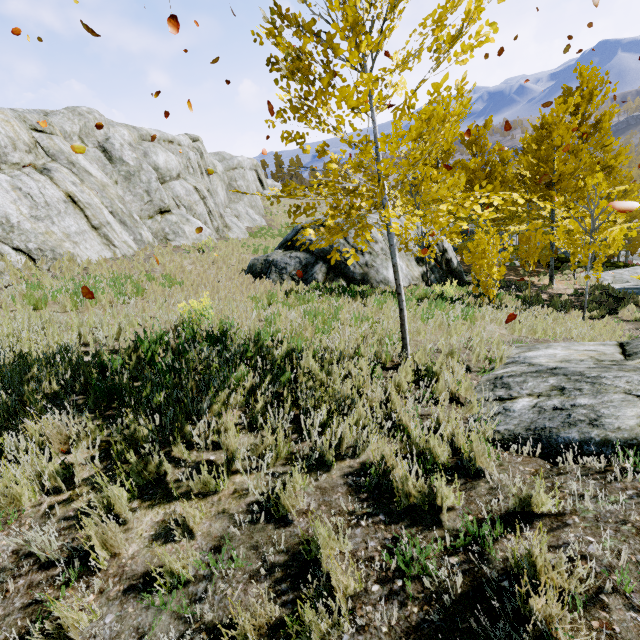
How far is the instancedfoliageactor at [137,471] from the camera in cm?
241

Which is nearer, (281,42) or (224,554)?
(224,554)

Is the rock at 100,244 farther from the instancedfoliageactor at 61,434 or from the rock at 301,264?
the rock at 301,264

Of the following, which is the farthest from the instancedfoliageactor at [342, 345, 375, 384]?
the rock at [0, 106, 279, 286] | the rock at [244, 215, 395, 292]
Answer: the rock at [244, 215, 395, 292]

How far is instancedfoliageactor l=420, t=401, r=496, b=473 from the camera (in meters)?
2.91

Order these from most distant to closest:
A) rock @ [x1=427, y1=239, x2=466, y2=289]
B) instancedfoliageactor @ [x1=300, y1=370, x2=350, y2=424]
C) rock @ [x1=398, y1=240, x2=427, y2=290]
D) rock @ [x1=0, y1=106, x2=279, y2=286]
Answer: rock @ [x1=427, y1=239, x2=466, y2=289]
rock @ [x1=398, y1=240, x2=427, y2=290]
rock @ [x1=0, y1=106, x2=279, y2=286]
instancedfoliageactor @ [x1=300, y1=370, x2=350, y2=424]
